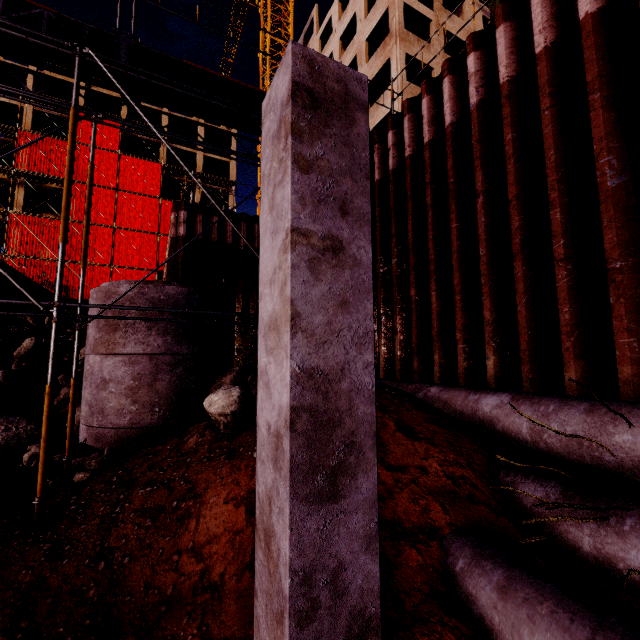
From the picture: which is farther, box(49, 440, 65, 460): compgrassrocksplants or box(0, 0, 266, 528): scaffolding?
box(49, 440, 65, 460): compgrassrocksplants

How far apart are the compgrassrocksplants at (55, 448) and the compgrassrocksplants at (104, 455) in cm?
31

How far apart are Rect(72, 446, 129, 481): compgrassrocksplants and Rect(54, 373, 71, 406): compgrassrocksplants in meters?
6.1

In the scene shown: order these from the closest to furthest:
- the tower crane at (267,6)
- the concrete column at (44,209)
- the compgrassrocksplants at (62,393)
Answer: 1. the compgrassrocksplants at (62,393)
2. the tower crane at (267,6)
3. the concrete column at (44,209)

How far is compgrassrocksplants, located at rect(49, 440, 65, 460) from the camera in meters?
5.9

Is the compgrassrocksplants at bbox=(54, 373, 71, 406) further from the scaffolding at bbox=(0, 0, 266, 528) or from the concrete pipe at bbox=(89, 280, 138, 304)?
the scaffolding at bbox=(0, 0, 266, 528)

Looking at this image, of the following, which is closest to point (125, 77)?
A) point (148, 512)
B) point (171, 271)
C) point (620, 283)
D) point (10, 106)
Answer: point (171, 271)

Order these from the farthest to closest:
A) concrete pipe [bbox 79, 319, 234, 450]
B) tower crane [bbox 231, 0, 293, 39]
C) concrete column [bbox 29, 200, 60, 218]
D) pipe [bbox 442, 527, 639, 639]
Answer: concrete column [bbox 29, 200, 60, 218] < tower crane [bbox 231, 0, 293, 39] < concrete pipe [bbox 79, 319, 234, 450] < pipe [bbox 442, 527, 639, 639]
